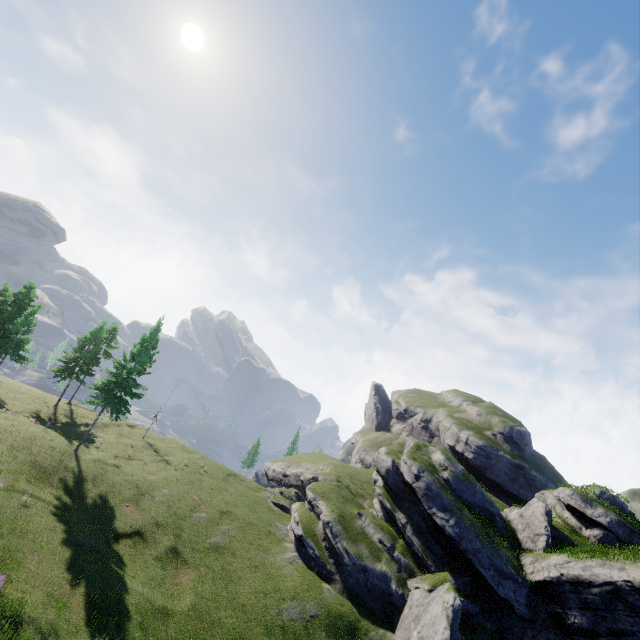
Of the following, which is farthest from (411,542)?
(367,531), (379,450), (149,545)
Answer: (149,545)
